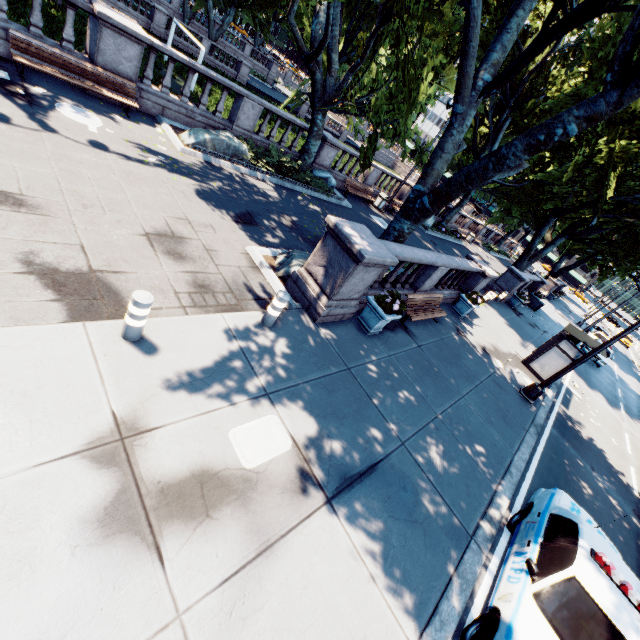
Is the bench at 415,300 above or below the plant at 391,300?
below

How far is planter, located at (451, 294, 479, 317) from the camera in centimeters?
1392cm

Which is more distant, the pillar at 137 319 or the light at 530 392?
the light at 530 392

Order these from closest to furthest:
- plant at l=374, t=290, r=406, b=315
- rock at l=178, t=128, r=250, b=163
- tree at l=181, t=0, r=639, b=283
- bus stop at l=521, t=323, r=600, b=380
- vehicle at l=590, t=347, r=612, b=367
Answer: tree at l=181, t=0, r=639, b=283, plant at l=374, t=290, r=406, b=315, rock at l=178, t=128, r=250, b=163, bus stop at l=521, t=323, r=600, b=380, vehicle at l=590, t=347, r=612, b=367

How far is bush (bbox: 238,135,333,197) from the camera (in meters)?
13.70

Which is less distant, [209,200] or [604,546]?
[604,546]

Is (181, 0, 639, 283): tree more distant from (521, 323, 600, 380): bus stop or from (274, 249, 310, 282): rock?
(521, 323, 600, 380): bus stop

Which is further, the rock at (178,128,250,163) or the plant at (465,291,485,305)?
the plant at (465,291,485,305)
